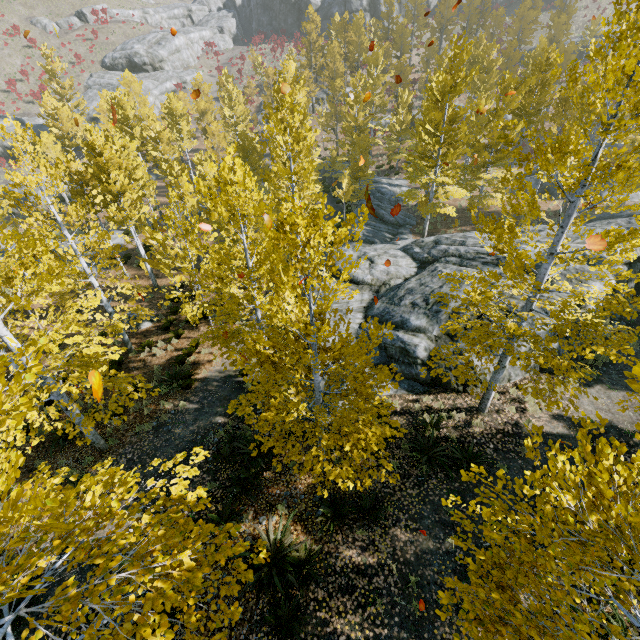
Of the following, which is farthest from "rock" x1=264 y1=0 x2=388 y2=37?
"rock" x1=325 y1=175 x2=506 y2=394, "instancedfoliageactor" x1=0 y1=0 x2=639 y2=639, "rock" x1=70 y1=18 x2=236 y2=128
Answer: "rock" x1=325 y1=175 x2=506 y2=394

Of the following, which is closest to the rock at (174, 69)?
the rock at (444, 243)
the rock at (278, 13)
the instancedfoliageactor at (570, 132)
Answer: the instancedfoliageactor at (570, 132)

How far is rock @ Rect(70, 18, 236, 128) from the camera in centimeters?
4622cm

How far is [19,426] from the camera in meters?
3.7

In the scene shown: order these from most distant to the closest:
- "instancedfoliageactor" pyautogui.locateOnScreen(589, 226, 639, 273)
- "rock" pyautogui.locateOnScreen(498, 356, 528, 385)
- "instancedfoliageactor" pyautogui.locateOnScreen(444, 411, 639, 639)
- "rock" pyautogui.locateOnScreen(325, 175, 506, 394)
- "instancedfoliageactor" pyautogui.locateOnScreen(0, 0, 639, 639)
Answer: "rock" pyautogui.locateOnScreen(325, 175, 506, 394) → "rock" pyautogui.locateOnScreen(498, 356, 528, 385) → "instancedfoliageactor" pyautogui.locateOnScreen(589, 226, 639, 273) → "instancedfoliageactor" pyautogui.locateOnScreen(0, 0, 639, 639) → "instancedfoliageactor" pyautogui.locateOnScreen(444, 411, 639, 639)

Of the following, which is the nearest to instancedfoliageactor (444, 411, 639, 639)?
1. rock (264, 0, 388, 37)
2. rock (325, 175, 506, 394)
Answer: rock (325, 175, 506, 394)

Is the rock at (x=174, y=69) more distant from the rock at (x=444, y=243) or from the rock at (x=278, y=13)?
the rock at (x=444, y=243)

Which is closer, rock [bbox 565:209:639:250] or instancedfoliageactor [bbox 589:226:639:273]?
instancedfoliageactor [bbox 589:226:639:273]
